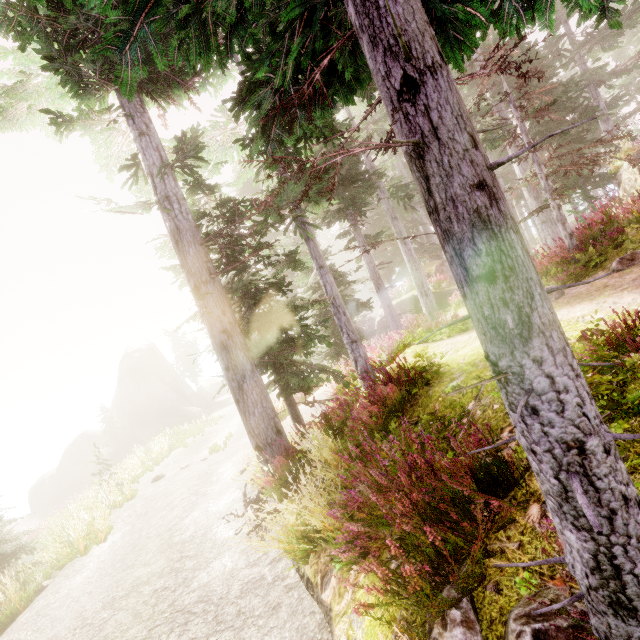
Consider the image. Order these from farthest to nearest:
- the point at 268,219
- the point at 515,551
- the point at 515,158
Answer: the point at 515,158 < the point at 268,219 < the point at 515,551

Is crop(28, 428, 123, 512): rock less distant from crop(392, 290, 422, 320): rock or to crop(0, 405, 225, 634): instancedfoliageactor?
crop(0, 405, 225, 634): instancedfoliageactor

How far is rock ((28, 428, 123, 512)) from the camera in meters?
34.8 m

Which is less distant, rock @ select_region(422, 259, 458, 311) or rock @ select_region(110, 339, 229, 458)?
rock @ select_region(422, 259, 458, 311)

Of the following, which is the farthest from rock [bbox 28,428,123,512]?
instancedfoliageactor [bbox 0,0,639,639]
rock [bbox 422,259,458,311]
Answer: rock [bbox 422,259,458,311]

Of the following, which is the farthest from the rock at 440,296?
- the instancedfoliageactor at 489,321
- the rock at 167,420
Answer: the rock at 167,420

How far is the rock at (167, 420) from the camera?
36.9m
